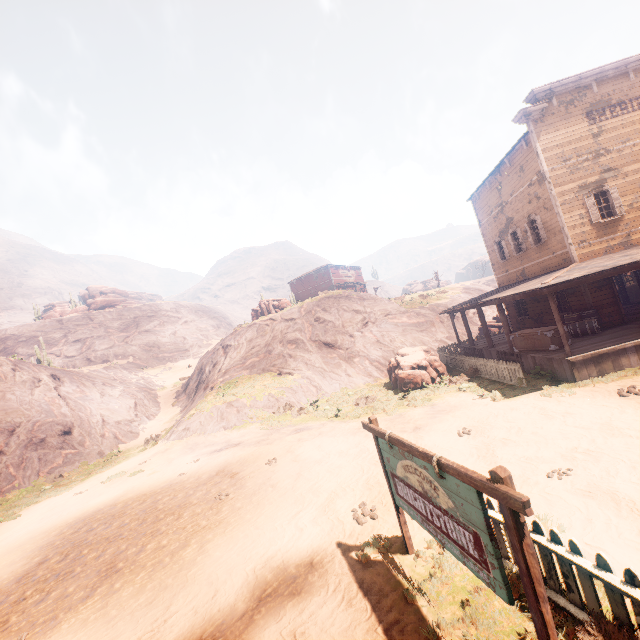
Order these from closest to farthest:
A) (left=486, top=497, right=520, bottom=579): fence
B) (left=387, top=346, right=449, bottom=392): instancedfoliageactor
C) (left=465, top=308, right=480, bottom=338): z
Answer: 1. (left=486, top=497, right=520, bottom=579): fence
2. (left=387, top=346, right=449, bottom=392): instancedfoliageactor
3. (left=465, top=308, right=480, bottom=338): z

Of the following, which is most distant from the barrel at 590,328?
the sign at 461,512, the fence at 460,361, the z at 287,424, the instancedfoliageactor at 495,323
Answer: the sign at 461,512

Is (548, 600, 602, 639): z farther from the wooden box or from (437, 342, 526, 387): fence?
the wooden box

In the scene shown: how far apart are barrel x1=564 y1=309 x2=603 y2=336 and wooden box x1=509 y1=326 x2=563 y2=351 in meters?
1.2 m

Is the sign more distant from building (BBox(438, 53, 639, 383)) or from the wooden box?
the wooden box

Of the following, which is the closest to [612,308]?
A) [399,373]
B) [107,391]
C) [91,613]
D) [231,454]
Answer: [399,373]

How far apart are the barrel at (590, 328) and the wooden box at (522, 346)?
1.2 meters

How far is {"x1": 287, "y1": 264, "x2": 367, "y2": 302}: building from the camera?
46.9m
